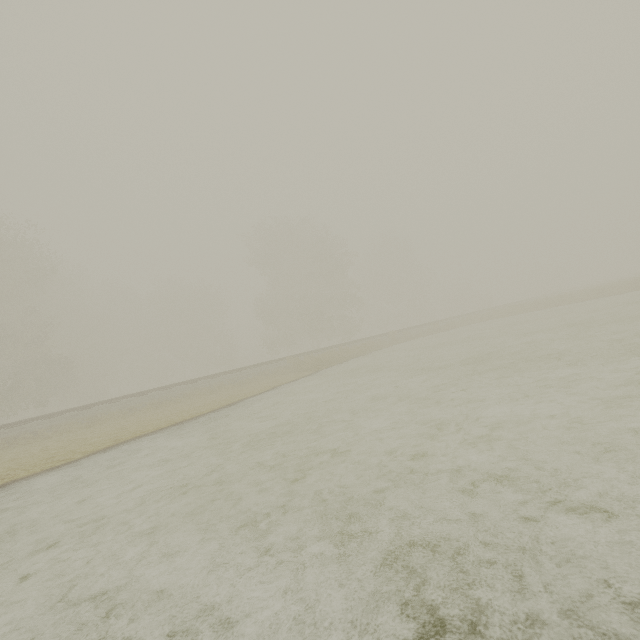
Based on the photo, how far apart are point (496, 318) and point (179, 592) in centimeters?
2788cm
